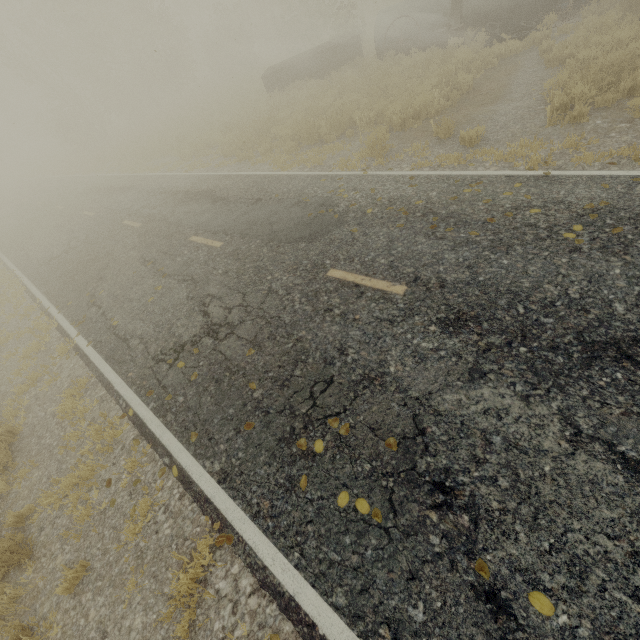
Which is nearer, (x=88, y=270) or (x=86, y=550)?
(x=86, y=550)

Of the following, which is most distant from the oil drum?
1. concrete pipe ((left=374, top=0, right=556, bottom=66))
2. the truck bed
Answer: the truck bed

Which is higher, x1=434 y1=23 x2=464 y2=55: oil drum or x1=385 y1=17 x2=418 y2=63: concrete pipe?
x1=385 y1=17 x2=418 y2=63: concrete pipe

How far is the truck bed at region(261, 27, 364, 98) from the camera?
17.27m

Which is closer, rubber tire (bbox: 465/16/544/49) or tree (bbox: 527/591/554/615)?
tree (bbox: 527/591/554/615)

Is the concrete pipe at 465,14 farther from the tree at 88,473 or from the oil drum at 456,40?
the tree at 88,473

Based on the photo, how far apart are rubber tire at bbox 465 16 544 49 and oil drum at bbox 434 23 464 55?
0.98m
